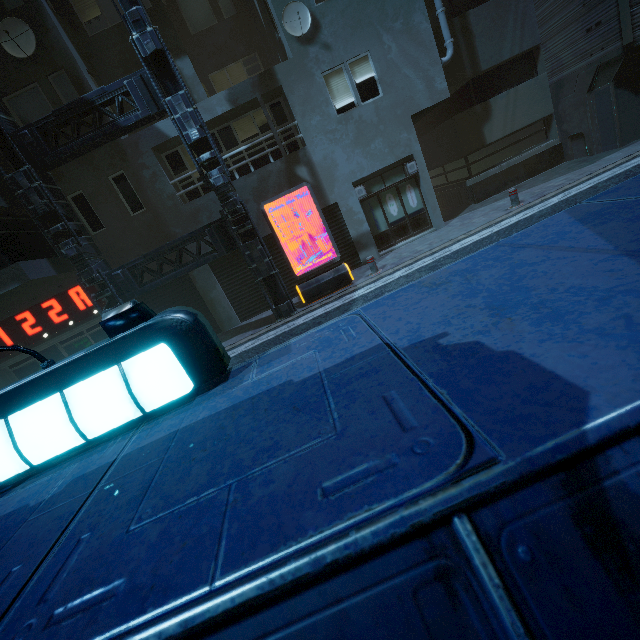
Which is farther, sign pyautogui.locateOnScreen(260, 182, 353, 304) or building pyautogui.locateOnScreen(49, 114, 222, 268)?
building pyautogui.locateOnScreen(49, 114, 222, 268)

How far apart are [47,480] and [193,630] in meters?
1.3

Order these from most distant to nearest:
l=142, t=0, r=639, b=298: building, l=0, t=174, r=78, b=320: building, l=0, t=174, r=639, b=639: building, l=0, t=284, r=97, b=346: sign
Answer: l=0, t=284, r=97, b=346: sign → l=142, t=0, r=639, b=298: building → l=0, t=174, r=78, b=320: building → l=0, t=174, r=639, b=639: building

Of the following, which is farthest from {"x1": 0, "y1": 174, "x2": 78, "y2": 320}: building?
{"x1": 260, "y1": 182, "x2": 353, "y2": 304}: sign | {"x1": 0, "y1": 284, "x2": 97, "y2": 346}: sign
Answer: {"x1": 260, "y1": 182, "x2": 353, "y2": 304}: sign

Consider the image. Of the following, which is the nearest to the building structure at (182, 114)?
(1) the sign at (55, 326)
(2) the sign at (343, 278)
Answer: (2) the sign at (343, 278)

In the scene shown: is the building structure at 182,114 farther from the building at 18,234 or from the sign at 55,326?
the sign at 55,326

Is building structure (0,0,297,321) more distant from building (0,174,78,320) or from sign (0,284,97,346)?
sign (0,284,97,346)

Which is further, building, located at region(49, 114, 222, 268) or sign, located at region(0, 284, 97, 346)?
sign, located at region(0, 284, 97, 346)
